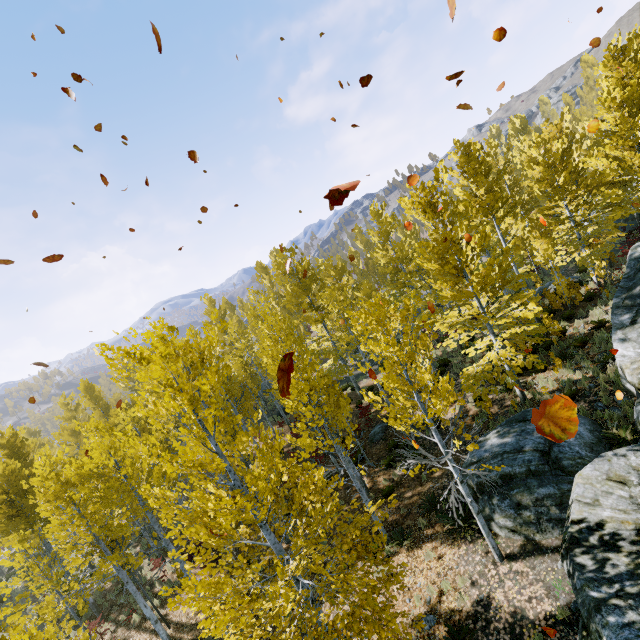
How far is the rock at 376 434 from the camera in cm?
1662

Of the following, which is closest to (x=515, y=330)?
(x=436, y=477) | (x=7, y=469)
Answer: (x=436, y=477)

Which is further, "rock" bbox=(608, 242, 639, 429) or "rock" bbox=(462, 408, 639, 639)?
"rock" bbox=(608, 242, 639, 429)

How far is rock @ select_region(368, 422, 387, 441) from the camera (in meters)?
16.62

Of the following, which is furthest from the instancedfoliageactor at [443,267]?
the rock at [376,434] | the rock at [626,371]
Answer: the rock at [376,434]

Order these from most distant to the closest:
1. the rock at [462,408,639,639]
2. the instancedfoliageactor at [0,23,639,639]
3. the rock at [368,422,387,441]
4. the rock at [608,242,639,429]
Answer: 1. the rock at [368,422,387,441]
2. the rock at [608,242,639,429]
3. the instancedfoliageactor at [0,23,639,639]
4. the rock at [462,408,639,639]

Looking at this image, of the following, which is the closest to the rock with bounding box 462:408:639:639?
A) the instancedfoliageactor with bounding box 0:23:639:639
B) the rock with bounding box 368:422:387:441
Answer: the instancedfoliageactor with bounding box 0:23:639:639
